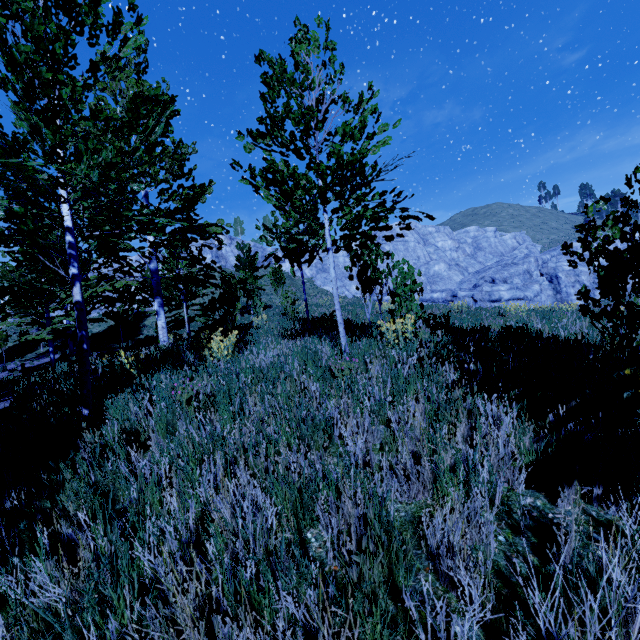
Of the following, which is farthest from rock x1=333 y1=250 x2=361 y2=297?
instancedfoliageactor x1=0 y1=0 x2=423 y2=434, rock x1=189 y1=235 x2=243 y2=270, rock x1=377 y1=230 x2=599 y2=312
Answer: instancedfoliageactor x1=0 y1=0 x2=423 y2=434

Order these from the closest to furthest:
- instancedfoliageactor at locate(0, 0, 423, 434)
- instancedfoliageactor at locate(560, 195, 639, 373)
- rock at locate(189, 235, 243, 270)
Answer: instancedfoliageactor at locate(0, 0, 423, 434) < instancedfoliageactor at locate(560, 195, 639, 373) < rock at locate(189, 235, 243, 270)

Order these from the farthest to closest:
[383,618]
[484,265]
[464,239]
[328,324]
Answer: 1. [464,239]
2. [484,265]
3. [328,324]
4. [383,618]

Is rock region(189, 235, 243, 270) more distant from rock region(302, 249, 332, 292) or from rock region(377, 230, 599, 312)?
rock region(377, 230, 599, 312)

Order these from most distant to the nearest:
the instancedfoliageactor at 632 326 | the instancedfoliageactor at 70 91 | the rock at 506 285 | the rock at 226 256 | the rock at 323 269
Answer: the rock at 323 269 → the rock at 226 256 → the rock at 506 285 → the instancedfoliageactor at 632 326 → the instancedfoliageactor at 70 91

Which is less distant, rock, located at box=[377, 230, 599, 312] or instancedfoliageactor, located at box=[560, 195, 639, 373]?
instancedfoliageactor, located at box=[560, 195, 639, 373]

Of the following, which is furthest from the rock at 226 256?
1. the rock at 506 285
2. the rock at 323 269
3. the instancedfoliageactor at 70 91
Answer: the rock at 506 285

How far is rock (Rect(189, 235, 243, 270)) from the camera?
45.1m
